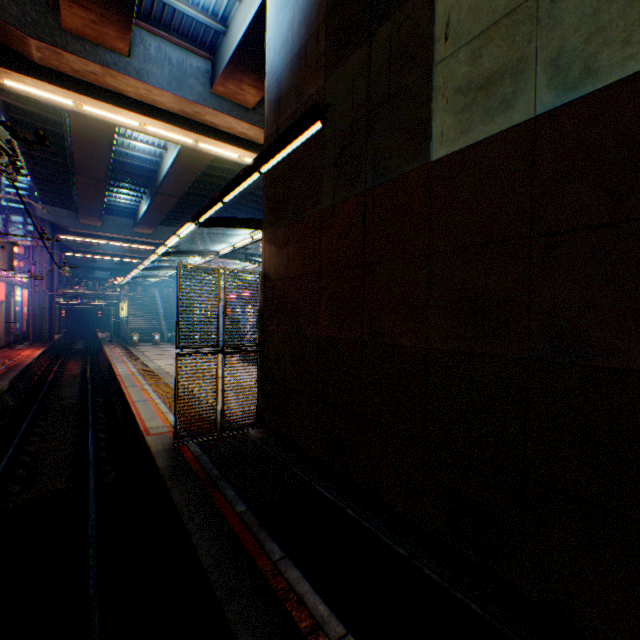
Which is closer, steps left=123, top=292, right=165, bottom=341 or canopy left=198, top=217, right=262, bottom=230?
canopy left=198, top=217, right=262, bottom=230

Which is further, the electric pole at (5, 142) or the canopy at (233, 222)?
the canopy at (233, 222)

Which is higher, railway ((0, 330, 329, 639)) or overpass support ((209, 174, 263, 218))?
overpass support ((209, 174, 263, 218))

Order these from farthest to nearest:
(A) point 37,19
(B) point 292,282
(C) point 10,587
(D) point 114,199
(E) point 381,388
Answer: (D) point 114,199 < (A) point 37,19 < (B) point 292,282 < (E) point 381,388 < (C) point 10,587

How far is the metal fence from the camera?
8.7 meters

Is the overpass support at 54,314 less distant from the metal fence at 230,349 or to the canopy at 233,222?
the metal fence at 230,349

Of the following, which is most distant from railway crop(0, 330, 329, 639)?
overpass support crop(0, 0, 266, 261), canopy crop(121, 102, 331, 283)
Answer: canopy crop(121, 102, 331, 283)

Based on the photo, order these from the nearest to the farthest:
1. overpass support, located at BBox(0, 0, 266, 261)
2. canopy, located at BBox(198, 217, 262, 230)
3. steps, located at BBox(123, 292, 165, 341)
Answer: canopy, located at BBox(198, 217, 262, 230)
overpass support, located at BBox(0, 0, 266, 261)
steps, located at BBox(123, 292, 165, 341)
